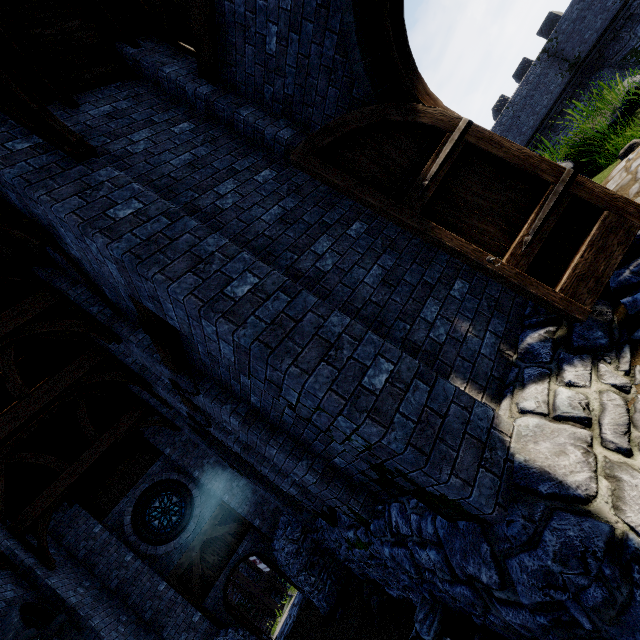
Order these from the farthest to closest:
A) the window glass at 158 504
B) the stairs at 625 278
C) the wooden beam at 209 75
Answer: the window glass at 158 504 → the wooden beam at 209 75 → the stairs at 625 278

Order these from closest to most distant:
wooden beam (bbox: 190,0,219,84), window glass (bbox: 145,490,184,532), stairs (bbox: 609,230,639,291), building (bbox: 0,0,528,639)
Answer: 1. building (bbox: 0,0,528,639)
2. stairs (bbox: 609,230,639,291)
3. wooden beam (bbox: 190,0,219,84)
4. window glass (bbox: 145,490,184,532)

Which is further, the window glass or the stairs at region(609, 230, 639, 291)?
the window glass

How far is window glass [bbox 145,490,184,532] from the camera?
11.7m

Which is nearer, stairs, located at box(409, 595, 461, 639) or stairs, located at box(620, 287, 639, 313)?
stairs, located at box(620, 287, 639, 313)

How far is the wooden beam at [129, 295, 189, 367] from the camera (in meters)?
3.80

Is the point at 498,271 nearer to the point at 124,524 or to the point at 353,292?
the point at 353,292

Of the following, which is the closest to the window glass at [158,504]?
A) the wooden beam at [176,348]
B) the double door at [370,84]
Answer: the wooden beam at [176,348]
